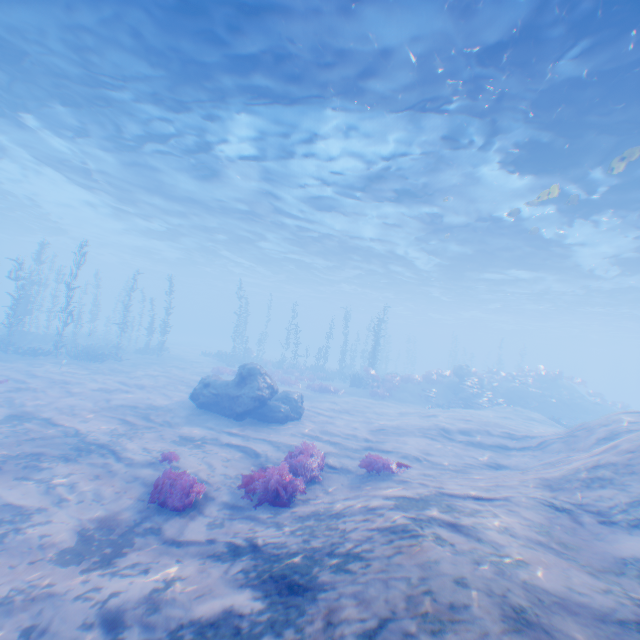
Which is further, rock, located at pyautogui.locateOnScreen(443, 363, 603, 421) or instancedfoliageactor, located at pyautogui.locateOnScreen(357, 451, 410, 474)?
rock, located at pyautogui.locateOnScreen(443, 363, 603, 421)

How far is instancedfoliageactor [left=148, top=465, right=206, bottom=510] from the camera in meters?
6.5

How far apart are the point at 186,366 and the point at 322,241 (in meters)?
15.95

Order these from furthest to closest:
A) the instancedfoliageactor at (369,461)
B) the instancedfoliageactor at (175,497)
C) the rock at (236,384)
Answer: the rock at (236,384)
the instancedfoliageactor at (369,461)
the instancedfoliageactor at (175,497)

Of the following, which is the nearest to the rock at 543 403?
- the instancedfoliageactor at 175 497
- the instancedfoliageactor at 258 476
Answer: the instancedfoliageactor at 258 476

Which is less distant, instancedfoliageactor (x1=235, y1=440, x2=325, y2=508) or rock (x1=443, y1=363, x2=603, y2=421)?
instancedfoliageactor (x1=235, y1=440, x2=325, y2=508)

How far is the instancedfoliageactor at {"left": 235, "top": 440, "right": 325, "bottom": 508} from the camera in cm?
703

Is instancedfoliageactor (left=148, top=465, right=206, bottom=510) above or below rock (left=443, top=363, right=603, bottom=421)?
below
